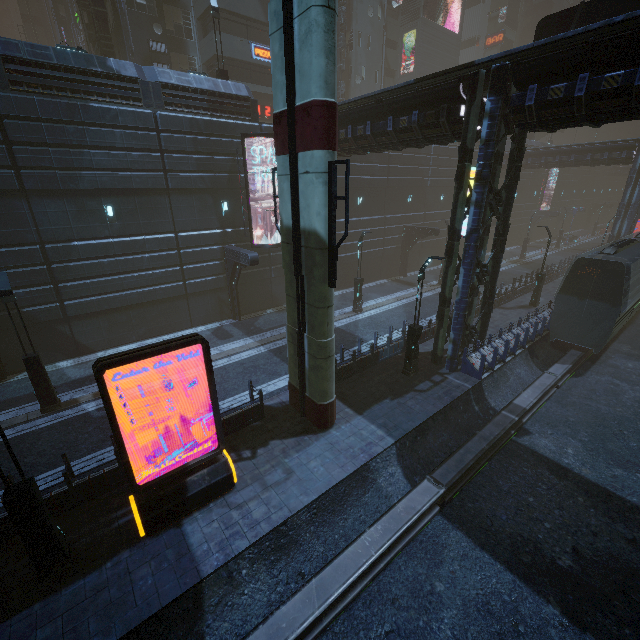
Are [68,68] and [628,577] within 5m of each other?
no

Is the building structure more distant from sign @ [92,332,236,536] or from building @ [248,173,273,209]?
sign @ [92,332,236,536]

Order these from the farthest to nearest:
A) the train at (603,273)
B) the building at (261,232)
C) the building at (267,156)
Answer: the building at (261,232) < the building at (267,156) < the train at (603,273)

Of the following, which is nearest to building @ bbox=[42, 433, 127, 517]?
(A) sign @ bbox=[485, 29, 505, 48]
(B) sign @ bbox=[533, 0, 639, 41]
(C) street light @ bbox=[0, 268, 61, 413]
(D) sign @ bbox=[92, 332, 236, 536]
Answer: (A) sign @ bbox=[485, 29, 505, 48]

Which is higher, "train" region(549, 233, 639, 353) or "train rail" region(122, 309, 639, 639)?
"train" region(549, 233, 639, 353)

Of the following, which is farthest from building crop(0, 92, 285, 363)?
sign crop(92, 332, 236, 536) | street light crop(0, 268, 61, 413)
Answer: street light crop(0, 268, 61, 413)

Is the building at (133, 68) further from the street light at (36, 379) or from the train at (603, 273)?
the street light at (36, 379)

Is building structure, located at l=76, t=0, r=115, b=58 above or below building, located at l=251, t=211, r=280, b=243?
above
